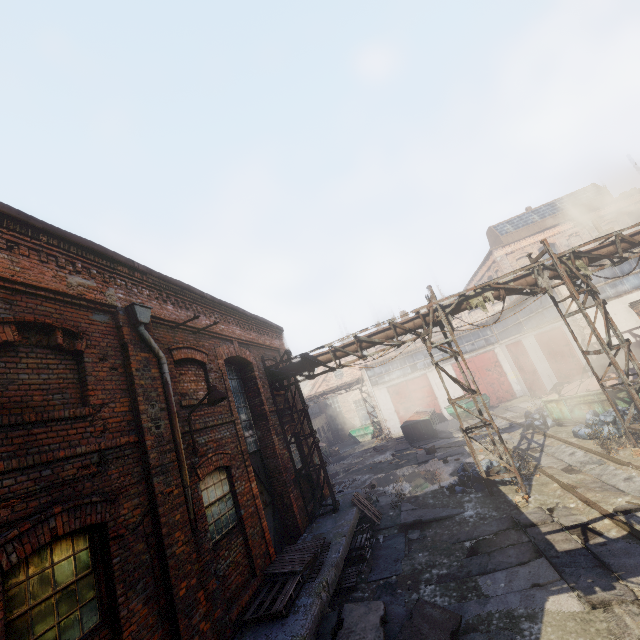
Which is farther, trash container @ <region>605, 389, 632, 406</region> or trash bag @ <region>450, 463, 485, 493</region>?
trash container @ <region>605, 389, 632, 406</region>

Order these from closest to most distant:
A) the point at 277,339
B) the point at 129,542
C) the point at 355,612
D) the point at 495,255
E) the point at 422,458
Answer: the point at 129,542, the point at 355,612, the point at 277,339, the point at 422,458, the point at 495,255

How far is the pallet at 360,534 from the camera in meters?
7.9

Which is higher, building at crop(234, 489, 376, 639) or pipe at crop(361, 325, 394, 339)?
pipe at crop(361, 325, 394, 339)

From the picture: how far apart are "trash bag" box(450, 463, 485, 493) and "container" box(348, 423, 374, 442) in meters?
20.1 m

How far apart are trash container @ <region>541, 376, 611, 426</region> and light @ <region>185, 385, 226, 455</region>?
14.74m

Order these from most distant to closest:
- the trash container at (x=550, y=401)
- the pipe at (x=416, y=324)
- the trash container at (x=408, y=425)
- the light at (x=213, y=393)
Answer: the trash container at (x=408, y=425)
the trash container at (x=550, y=401)
the pipe at (x=416, y=324)
the light at (x=213, y=393)

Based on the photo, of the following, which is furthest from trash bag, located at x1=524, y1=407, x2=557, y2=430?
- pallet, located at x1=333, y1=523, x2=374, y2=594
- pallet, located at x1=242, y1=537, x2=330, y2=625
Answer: pallet, located at x1=242, y1=537, x2=330, y2=625
